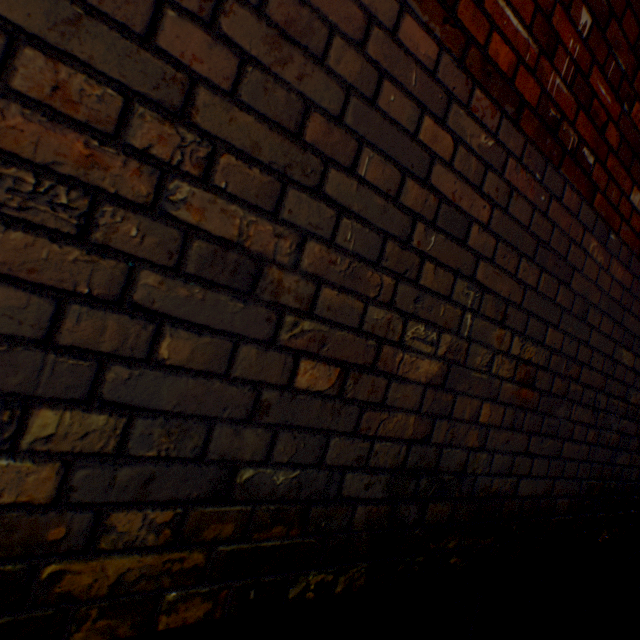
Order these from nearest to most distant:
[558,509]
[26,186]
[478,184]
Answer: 1. [26,186]
2. [478,184]
3. [558,509]
